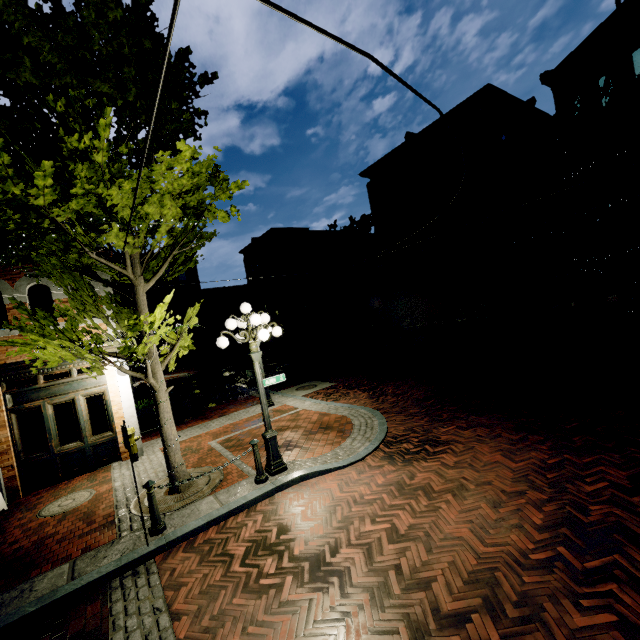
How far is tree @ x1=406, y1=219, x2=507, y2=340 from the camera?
17.6m

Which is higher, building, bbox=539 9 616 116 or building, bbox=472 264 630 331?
building, bbox=539 9 616 116

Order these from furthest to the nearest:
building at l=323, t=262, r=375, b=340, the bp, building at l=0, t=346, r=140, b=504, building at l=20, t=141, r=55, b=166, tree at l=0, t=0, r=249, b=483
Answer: the bp → building at l=323, t=262, r=375, b=340 → building at l=20, t=141, r=55, b=166 → building at l=0, t=346, r=140, b=504 → tree at l=0, t=0, r=249, b=483

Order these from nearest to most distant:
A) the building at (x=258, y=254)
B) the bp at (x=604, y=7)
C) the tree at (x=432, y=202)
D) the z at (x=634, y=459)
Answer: the z at (x=634, y=459)
the tree at (x=432, y=202)
the building at (x=258, y=254)
the bp at (x=604, y=7)

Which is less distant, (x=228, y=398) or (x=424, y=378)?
(x=424, y=378)

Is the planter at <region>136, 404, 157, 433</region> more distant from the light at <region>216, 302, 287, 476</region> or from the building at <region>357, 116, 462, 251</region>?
the building at <region>357, 116, 462, 251</region>

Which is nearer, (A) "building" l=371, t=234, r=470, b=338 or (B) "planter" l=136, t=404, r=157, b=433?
(B) "planter" l=136, t=404, r=157, b=433

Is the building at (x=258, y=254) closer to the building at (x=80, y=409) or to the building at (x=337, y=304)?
the building at (x=337, y=304)
